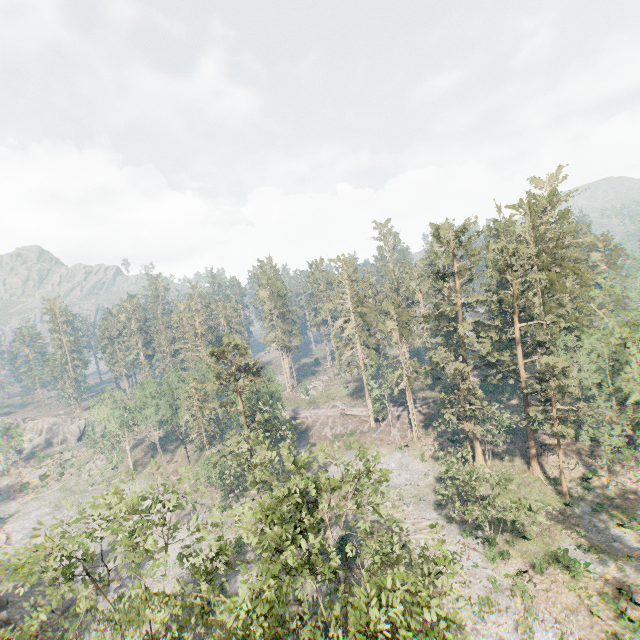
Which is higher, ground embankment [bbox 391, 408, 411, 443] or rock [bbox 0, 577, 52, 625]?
ground embankment [bbox 391, 408, 411, 443]

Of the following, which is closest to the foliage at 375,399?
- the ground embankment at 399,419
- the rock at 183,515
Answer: the ground embankment at 399,419

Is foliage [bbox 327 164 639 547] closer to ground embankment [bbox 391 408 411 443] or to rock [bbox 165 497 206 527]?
ground embankment [bbox 391 408 411 443]

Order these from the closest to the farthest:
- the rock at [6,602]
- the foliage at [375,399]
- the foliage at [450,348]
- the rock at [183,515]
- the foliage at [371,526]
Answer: the foliage at [371,526] → the rock at [6,602] → the foliage at [450,348] → the rock at [183,515] → the foliage at [375,399]

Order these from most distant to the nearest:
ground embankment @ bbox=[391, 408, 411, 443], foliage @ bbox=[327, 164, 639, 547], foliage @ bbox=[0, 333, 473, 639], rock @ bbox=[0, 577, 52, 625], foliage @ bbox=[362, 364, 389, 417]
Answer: foliage @ bbox=[362, 364, 389, 417]
ground embankment @ bbox=[391, 408, 411, 443]
foliage @ bbox=[327, 164, 639, 547]
rock @ bbox=[0, 577, 52, 625]
foliage @ bbox=[0, 333, 473, 639]

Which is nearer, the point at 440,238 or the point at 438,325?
the point at 440,238

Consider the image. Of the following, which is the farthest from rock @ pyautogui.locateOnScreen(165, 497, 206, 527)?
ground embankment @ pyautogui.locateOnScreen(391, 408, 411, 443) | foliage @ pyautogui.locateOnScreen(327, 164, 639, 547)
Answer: ground embankment @ pyautogui.locateOnScreen(391, 408, 411, 443)
